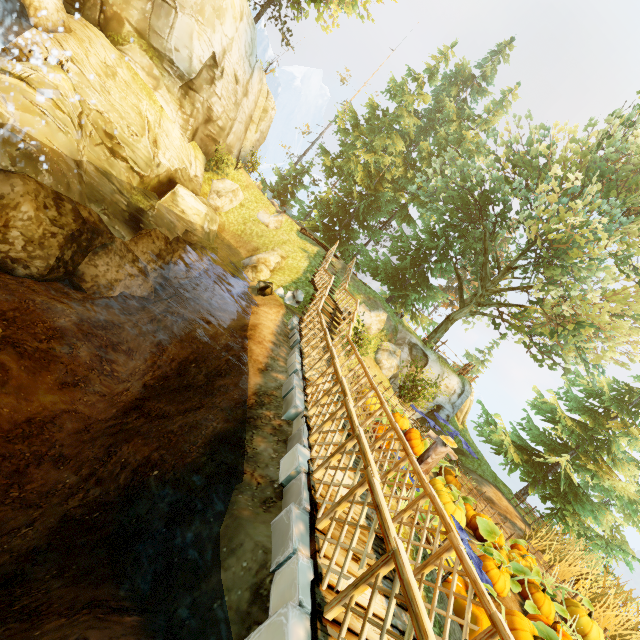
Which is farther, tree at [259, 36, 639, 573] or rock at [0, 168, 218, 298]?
tree at [259, 36, 639, 573]

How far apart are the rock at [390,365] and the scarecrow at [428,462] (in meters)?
6.89

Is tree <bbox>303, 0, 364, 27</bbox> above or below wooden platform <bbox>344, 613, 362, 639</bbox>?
above

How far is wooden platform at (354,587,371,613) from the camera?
3.37m

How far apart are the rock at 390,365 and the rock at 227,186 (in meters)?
12.10

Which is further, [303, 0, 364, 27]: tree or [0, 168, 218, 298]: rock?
[303, 0, 364, 27]: tree

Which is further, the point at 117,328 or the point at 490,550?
the point at 117,328

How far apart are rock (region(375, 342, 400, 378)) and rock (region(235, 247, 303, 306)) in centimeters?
678cm
